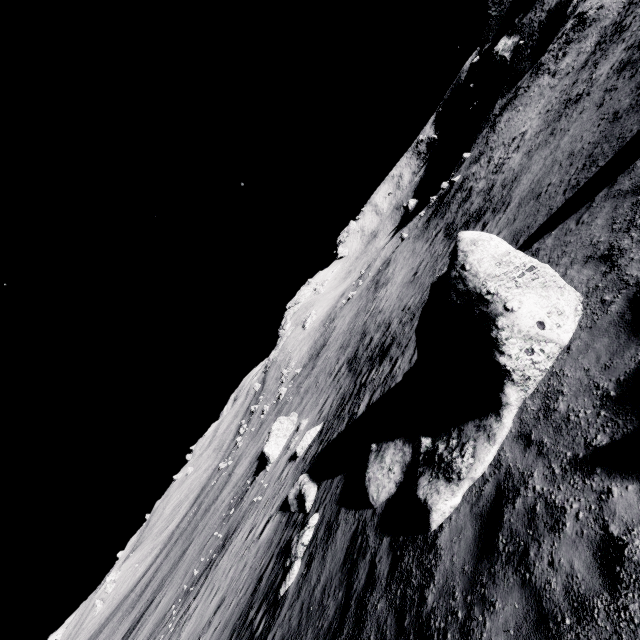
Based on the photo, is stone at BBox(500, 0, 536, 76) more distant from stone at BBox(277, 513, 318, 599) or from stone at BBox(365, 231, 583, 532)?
stone at BBox(277, 513, 318, 599)

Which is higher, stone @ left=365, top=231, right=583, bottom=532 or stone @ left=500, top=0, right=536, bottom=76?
stone @ left=500, top=0, right=536, bottom=76

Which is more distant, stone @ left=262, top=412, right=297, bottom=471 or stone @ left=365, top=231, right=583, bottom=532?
stone @ left=262, top=412, right=297, bottom=471

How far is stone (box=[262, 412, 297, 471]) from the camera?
32.94m

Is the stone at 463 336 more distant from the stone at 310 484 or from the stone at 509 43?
the stone at 509 43

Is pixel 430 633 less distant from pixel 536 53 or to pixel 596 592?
pixel 596 592

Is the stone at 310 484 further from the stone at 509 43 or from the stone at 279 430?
the stone at 509 43

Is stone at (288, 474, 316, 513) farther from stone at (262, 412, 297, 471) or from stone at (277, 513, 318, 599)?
stone at (262, 412, 297, 471)
